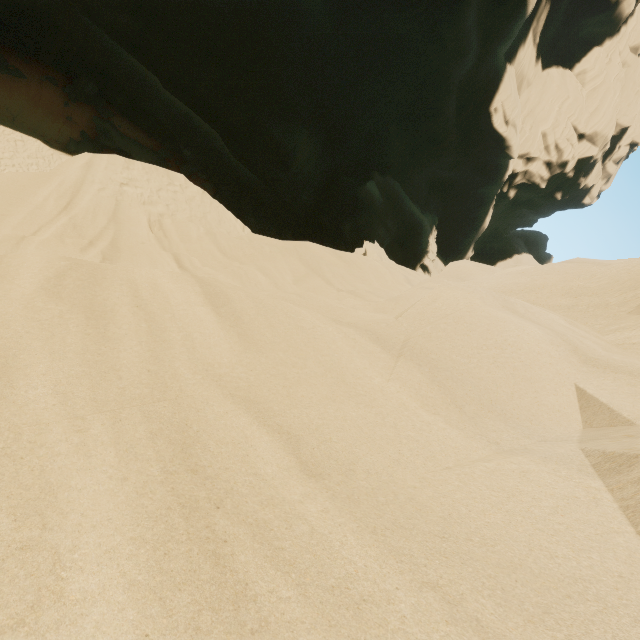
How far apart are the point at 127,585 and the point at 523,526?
1.63m
